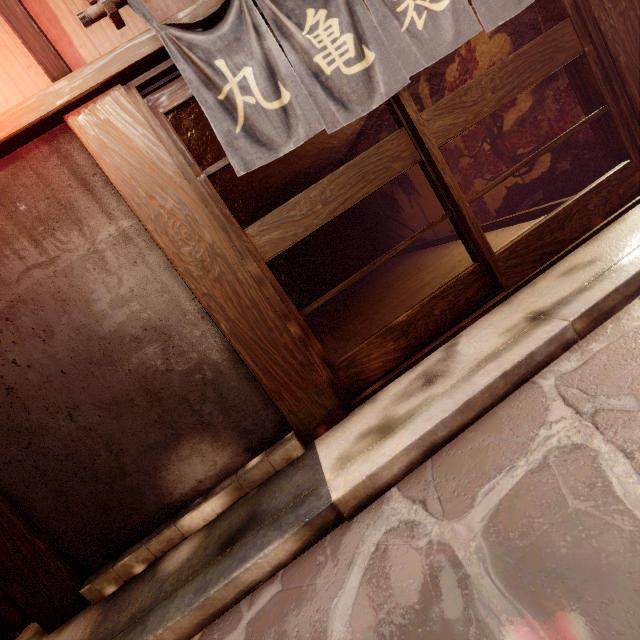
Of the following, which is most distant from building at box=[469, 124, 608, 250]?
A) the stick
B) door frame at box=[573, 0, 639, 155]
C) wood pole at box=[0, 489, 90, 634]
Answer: the stick

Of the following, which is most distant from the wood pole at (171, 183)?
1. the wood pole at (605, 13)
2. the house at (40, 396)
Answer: the wood pole at (605, 13)

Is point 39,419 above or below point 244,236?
below

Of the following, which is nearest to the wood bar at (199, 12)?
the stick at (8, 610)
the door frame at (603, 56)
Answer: the door frame at (603, 56)

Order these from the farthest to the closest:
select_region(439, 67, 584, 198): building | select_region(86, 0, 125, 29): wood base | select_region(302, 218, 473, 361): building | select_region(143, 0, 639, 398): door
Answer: select_region(302, 218, 473, 361): building < select_region(439, 67, 584, 198): building < select_region(143, 0, 639, 398): door < select_region(86, 0, 125, 29): wood base

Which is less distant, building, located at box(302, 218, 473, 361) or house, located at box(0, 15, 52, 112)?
house, located at box(0, 15, 52, 112)

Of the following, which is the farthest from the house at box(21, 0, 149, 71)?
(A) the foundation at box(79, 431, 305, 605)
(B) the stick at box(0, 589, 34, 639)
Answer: (A) the foundation at box(79, 431, 305, 605)

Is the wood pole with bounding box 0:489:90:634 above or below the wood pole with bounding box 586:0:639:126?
below
